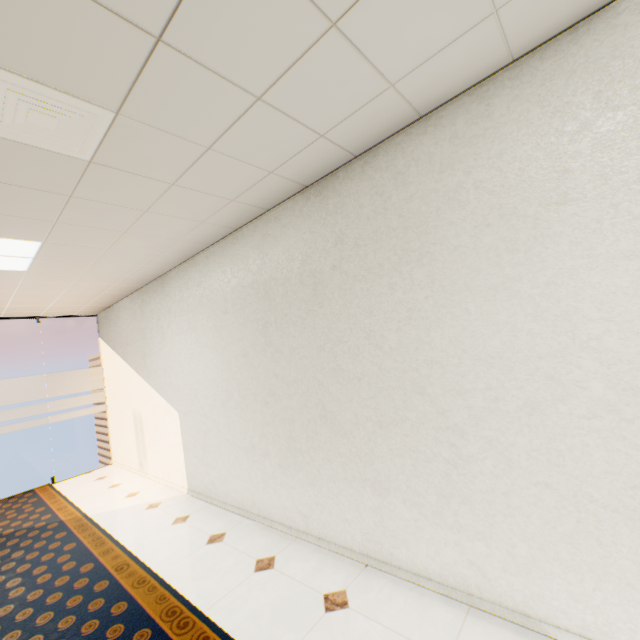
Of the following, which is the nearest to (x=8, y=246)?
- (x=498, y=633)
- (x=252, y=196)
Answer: (x=252, y=196)
